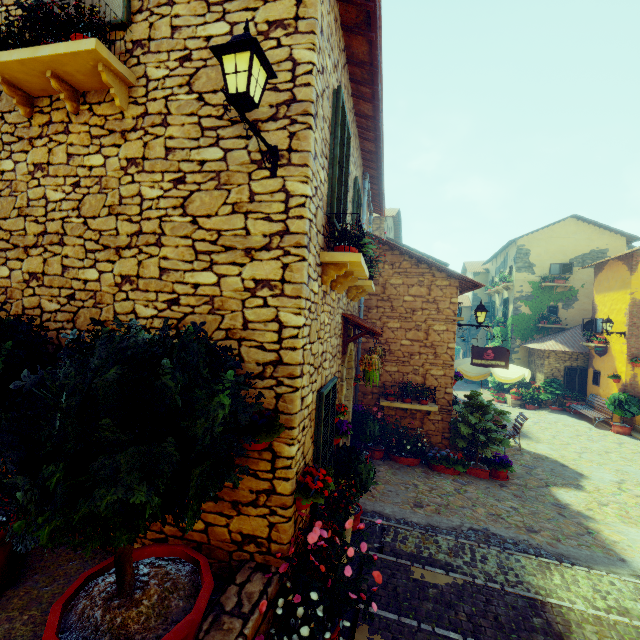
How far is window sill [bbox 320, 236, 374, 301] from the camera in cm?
368

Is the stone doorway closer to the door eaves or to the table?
the door eaves

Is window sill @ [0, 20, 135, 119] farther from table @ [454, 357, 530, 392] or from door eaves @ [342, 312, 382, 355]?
table @ [454, 357, 530, 392]

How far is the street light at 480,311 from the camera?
8.7m

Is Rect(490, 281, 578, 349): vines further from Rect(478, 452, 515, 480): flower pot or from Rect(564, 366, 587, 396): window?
Rect(478, 452, 515, 480): flower pot

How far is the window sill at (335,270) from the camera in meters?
3.7 m

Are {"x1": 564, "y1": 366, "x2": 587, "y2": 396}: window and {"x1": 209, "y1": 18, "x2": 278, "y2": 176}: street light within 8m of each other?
no

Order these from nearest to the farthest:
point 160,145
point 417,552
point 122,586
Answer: point 122,586 < point 160,145 < point 417,552
